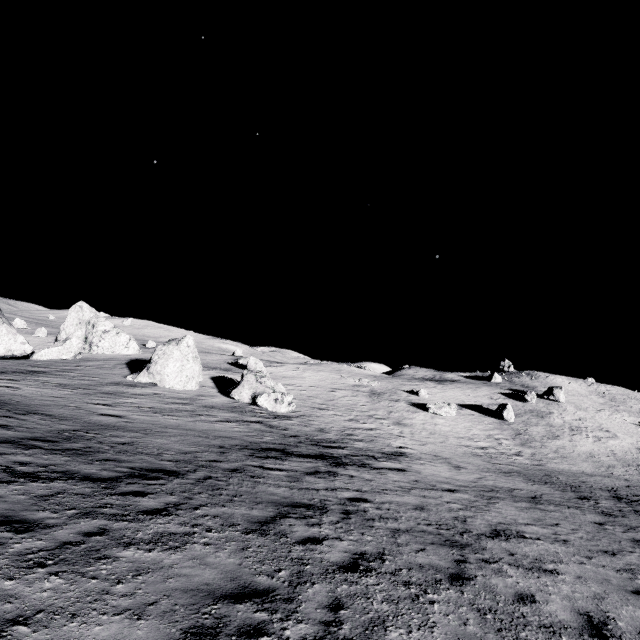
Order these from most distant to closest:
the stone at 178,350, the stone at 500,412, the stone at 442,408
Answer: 1. the stone at 500,412
2. the stone at 442,408
3. the stone at 178,350

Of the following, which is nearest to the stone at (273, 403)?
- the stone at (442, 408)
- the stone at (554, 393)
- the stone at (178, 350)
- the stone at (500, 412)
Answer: the stone at (178, 350)

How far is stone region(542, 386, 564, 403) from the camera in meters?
49.8 m

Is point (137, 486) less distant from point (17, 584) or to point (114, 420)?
point (17, 584)

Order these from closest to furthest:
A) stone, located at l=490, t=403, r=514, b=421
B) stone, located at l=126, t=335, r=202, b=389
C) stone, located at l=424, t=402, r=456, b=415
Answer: stone, located at l=126, t=335, r=202, b=389 < stone, located at l=424, t=402, r=456, b=415 < stone, located at l=490, t=403, r=514, b=421

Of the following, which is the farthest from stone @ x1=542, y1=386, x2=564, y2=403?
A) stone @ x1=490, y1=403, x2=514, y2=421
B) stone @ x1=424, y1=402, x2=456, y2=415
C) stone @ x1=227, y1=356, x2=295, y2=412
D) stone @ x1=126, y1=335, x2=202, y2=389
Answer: stone @ x1=126, y1=335, x2=202, y2=389

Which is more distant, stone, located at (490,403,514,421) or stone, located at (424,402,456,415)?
stone, located at (490,403,514,421)

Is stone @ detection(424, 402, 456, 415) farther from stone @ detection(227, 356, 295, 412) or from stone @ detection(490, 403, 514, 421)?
stone @ detection(227, 356, 295, 412)
